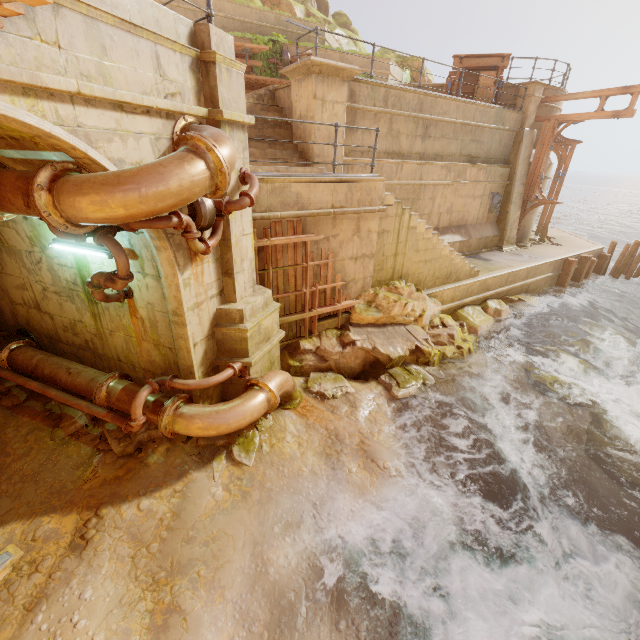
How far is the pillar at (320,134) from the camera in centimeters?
869cm

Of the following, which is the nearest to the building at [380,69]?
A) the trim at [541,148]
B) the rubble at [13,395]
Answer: the rubble at [13,395]

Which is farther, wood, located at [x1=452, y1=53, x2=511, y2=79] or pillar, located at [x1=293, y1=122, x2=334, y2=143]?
wood, located at [x1=452, y1=53, x2=511, y2=79]

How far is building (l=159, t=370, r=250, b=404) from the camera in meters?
5.7

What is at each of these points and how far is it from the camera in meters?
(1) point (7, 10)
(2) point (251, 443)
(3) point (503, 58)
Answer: (1) trim, 2.2
(2) rubble, 6.1
(3) wood, 13.5

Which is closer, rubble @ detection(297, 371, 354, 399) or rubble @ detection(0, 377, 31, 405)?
rubble @ detection(0, 377, 31, 405)

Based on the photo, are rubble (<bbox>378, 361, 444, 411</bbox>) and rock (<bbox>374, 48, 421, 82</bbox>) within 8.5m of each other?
no

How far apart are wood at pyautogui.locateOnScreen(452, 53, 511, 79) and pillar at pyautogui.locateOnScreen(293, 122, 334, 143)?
7.1m
